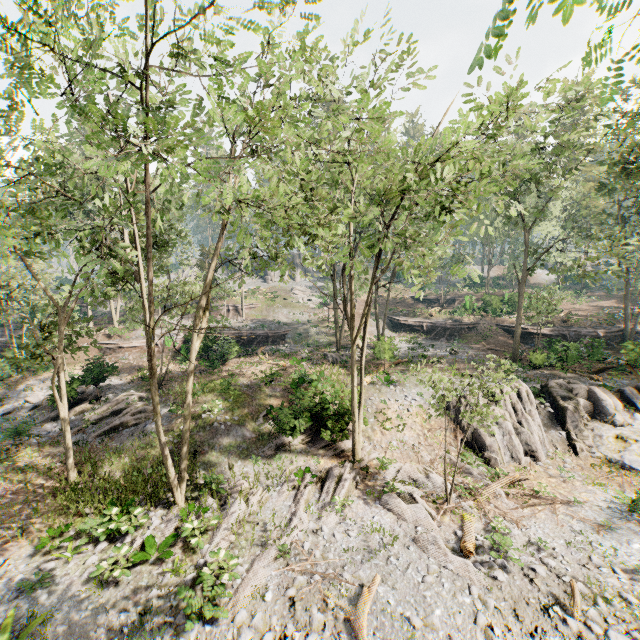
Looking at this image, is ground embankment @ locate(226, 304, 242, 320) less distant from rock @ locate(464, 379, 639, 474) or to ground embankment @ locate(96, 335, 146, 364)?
ground embankment @ locate(96, 335, 146, 364)

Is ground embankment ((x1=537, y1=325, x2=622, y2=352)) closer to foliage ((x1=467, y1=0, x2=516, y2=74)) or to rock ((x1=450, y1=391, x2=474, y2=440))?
foliage ((x1=467, y1=0, x2=516, y2=74))

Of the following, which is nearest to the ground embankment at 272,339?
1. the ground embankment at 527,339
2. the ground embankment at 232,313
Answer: the ground embankment at 232,313

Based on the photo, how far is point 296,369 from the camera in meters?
26.1

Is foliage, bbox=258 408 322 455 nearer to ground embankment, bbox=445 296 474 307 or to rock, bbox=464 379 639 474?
rock, bbox=464 379 639 474

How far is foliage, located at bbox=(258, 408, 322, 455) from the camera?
16.9 meters

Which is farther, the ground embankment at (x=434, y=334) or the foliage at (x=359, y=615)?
the ground embankment at (x=434, y=334)

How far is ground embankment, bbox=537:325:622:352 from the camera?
25.0 meters
